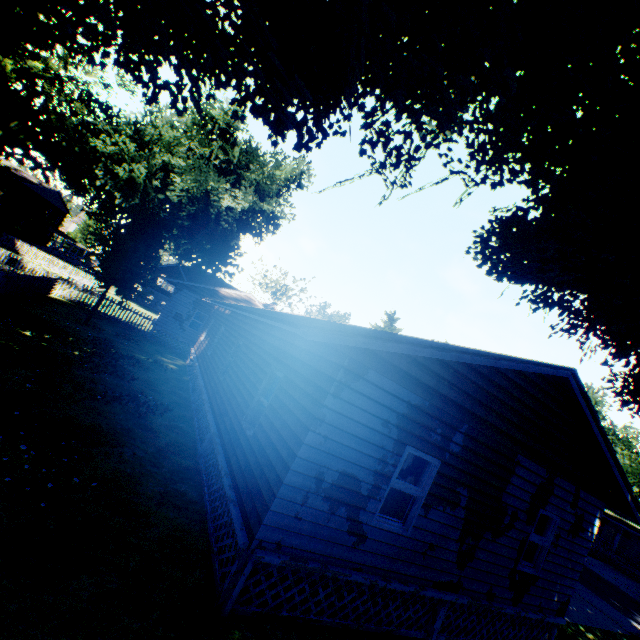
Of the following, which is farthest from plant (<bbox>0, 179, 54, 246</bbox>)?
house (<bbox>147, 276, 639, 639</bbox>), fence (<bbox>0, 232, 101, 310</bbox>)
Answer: house (<bbox>147, 276, 639, 639</bbox>)

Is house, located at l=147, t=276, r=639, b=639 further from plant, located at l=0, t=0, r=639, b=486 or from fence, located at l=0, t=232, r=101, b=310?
plant, located at l=0, t=0, r=639, b=486

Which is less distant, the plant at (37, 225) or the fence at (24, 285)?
the plant at (37, 225)

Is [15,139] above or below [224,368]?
above

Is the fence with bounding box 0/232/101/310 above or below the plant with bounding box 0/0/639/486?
below

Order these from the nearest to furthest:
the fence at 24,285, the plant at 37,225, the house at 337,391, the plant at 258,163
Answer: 1. the plant at 258,163
2. the house at 337,391
3. the plant at 37,225
4. the fence at 24,285

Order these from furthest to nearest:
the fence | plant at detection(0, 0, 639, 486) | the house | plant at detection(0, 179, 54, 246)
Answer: the fence → plant at detection(0, 179, 54, 246) → the house → plant at detection(0, 0, 639, 486)
